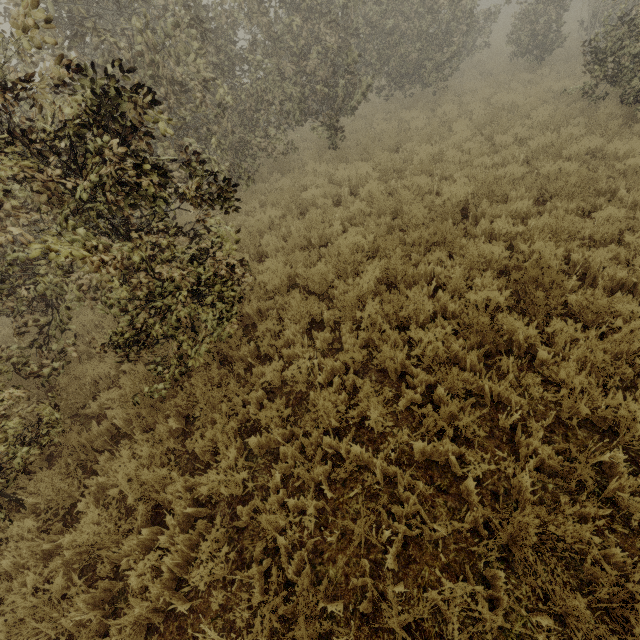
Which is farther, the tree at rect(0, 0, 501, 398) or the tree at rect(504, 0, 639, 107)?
the tree at rect(504, 0, 639, 107)

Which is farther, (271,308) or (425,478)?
(271,308)

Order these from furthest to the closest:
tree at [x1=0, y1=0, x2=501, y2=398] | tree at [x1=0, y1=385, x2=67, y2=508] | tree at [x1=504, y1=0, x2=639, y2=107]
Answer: tree at [x1=504, y1=0, x2=639, y2=107], tree at [x1=0, y1=385, x2=67, y2=508], tree at [x1=0, y1=0, x2=501, y2=398]

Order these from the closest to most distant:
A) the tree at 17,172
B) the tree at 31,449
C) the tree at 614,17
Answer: the tree at 17,172
the tree at 31,449
the tree at 614,17

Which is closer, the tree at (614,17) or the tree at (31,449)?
the tree at (31,449)

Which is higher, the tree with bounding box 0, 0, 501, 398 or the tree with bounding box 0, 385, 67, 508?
the tree with bounding box 0, 0, 501, 398
